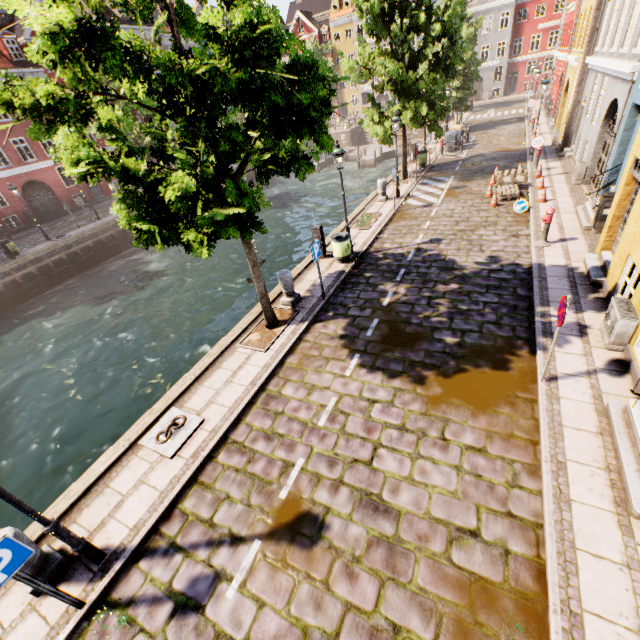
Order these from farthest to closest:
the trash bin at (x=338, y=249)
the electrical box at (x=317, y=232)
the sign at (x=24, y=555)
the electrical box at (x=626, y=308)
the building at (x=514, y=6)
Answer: the electrical box at (x=317, y=232)
the trash bin at (x=338, y=249)
the building at (x=514, y=6)
the electrical box at (x=626, y=308)
the sign at (x=24, y=555)

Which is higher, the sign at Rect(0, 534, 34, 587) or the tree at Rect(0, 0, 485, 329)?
the tree at Rect(0, 0, 485, 329)

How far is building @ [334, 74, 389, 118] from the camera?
53.4m

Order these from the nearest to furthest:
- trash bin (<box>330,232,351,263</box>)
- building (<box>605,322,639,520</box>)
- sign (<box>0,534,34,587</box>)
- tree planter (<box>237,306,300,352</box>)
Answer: sign (<box>0,534,34,587</box>), building (<box>605,322,639,520</box>), tree planter (<box>237,306,300,352</box>), trash bin (<box>330,232,351,263</box>)

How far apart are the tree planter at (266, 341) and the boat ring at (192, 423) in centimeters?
228cm

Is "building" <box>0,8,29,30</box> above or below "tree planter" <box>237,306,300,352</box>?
above

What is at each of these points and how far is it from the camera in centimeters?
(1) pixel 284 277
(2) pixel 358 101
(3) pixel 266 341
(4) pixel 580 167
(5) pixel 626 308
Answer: (1) pillar, 977cm
(2) building, 5531cm
(3) tree planter, 900cm
(4) electrical box, 1412cm
(5) electrical box, 647cm

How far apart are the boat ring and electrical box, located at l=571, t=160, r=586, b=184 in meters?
18.0
